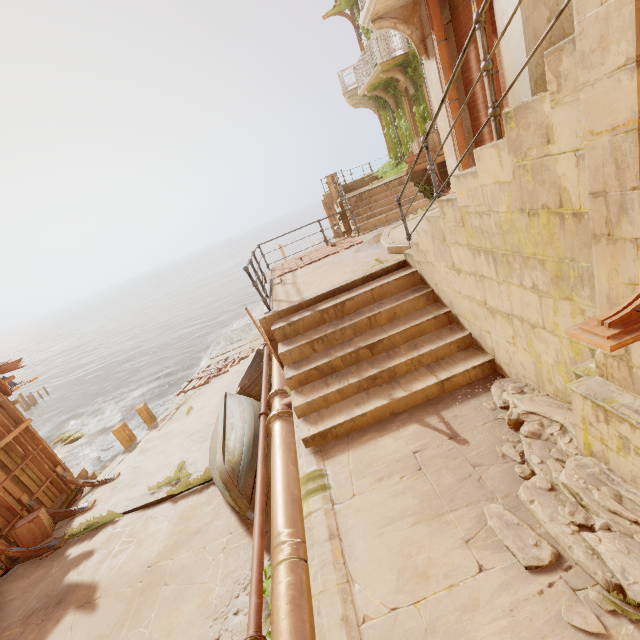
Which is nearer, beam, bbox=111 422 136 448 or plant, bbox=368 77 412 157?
beam, bbox=111 422 136 448

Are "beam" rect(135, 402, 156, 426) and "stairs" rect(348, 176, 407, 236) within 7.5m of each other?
no

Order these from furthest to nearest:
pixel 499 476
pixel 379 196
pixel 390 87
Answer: pixel 390 87 → pixel 379 196 → pixel 499 476

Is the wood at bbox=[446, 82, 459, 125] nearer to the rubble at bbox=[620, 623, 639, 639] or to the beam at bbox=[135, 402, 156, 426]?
the rubble at bbox=[620, 623, 639, 639]

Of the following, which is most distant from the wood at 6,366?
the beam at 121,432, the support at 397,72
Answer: the support at 397,72

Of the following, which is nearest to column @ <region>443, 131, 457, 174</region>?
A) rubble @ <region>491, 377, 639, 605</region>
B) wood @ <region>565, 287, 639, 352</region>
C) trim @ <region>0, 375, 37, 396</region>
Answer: rubble @ <region>491, 377, 639, 605</region>

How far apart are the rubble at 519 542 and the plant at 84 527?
8.42m

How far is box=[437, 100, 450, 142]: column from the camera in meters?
7.2
